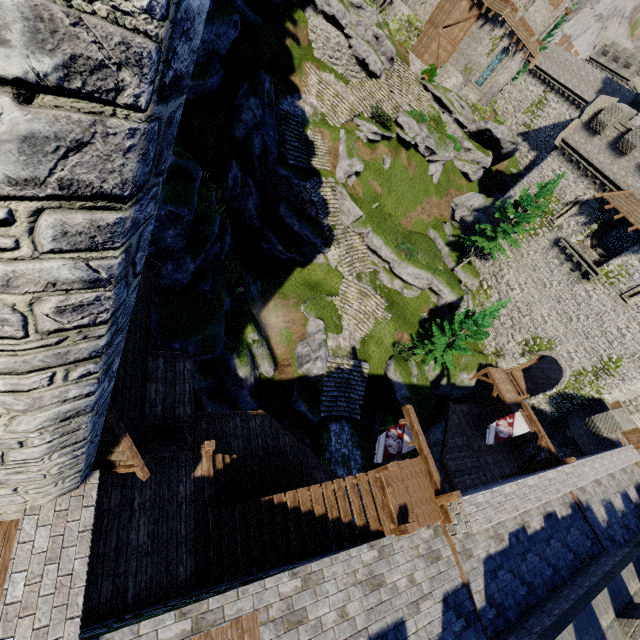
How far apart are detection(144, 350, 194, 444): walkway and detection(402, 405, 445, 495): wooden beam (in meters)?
7.96

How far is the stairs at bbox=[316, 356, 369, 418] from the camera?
22.28m

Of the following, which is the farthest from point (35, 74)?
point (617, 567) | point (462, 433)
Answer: point (462, 433)

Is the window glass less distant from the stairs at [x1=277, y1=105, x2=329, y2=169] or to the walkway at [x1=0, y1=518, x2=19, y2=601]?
the stairs at [x1=277, y1=105, x2=329, y2=169]

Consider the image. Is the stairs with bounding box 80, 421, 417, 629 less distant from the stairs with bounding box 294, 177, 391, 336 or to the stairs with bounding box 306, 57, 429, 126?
the stairs with bounding box 294, 177, 391, 336

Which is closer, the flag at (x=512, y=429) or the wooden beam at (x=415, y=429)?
the wooden beam at (x=415, y=429)

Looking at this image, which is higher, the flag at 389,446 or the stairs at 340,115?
the stairs at 340,115

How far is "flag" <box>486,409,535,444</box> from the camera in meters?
17.7
